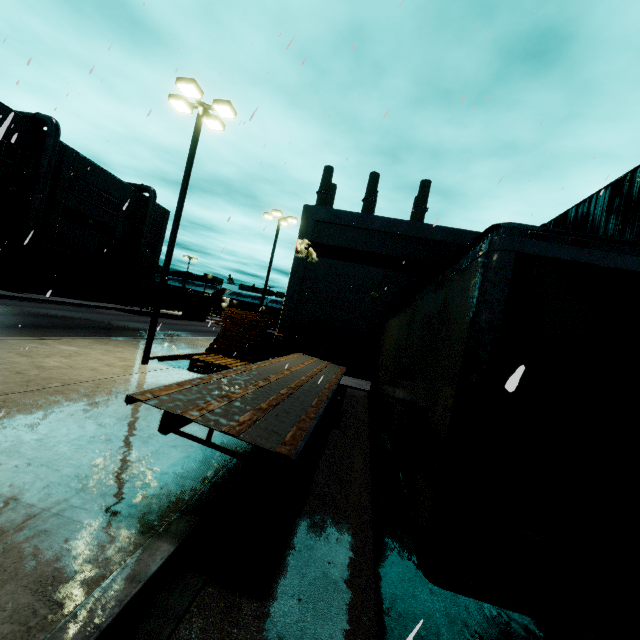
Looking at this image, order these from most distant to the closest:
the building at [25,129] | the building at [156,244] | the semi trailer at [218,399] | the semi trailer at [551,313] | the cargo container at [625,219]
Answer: the building at [156,244] < the building at [25,129] < the cargo container at [625,219] < the semi trailer at [218,399] < the semi trailer at [551,313]

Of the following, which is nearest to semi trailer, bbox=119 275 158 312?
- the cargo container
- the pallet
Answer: the cargo container

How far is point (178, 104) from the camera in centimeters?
1194cm

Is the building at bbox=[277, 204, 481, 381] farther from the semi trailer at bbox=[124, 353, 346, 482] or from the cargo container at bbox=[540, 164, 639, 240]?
the cargo container at bbox=[540, 164, 639, 240]

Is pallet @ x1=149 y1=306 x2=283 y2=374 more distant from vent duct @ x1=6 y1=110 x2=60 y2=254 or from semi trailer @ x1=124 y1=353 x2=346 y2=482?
vent duct @ x1=6 y1=110 x2=60 y2=254

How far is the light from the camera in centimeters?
1116cm

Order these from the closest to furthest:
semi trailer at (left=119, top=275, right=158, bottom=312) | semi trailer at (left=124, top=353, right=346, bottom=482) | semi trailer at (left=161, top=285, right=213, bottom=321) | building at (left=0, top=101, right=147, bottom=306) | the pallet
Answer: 1. semi trailer at (left=124, top=353, right=346, bottom=482)
2. the pallet
3. building at (left=0, top=101, right=147, bottom=306)
4. semi trailer at (left=119, top=275, right=158, bottom=312)
5. semi trailer at (left=161, top=285, right=213, bottom=321)

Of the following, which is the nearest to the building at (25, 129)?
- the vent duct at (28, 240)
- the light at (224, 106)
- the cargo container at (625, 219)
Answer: the vent duct at (28, 240)
